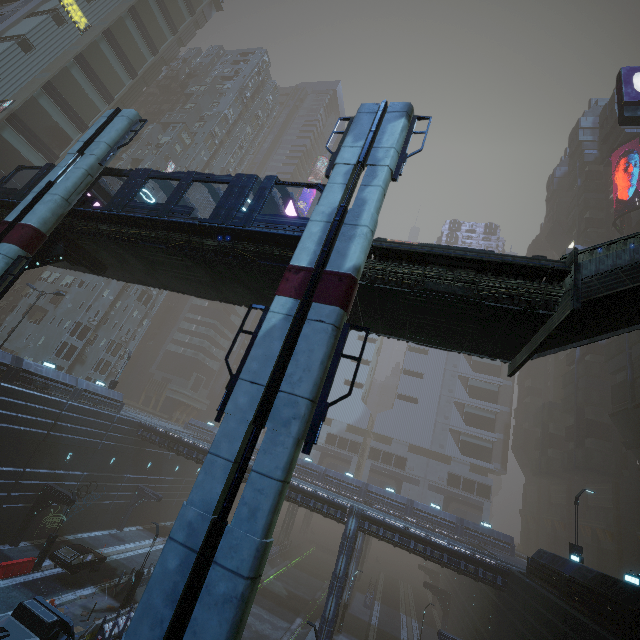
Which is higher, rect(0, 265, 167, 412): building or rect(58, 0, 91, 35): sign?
rect(58, 0, 91, 35): sign

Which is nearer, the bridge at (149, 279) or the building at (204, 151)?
the bridge at (149, 279)

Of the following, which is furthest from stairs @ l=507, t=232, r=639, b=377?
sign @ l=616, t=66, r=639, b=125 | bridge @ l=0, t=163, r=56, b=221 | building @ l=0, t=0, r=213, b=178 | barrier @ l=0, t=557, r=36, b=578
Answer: barrier @ l=0, t=557, r=36, b=578

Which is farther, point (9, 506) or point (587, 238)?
point (587, 238)

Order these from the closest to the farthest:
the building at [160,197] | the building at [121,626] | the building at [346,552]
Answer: the building at [346,552]
the building at [121,626]
the building at [160,197]

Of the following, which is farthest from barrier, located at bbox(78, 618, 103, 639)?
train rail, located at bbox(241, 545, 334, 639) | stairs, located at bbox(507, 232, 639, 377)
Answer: stairs, located at bbox(507, 232, 639, 377)

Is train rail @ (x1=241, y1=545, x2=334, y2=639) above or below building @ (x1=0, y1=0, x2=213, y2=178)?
below
